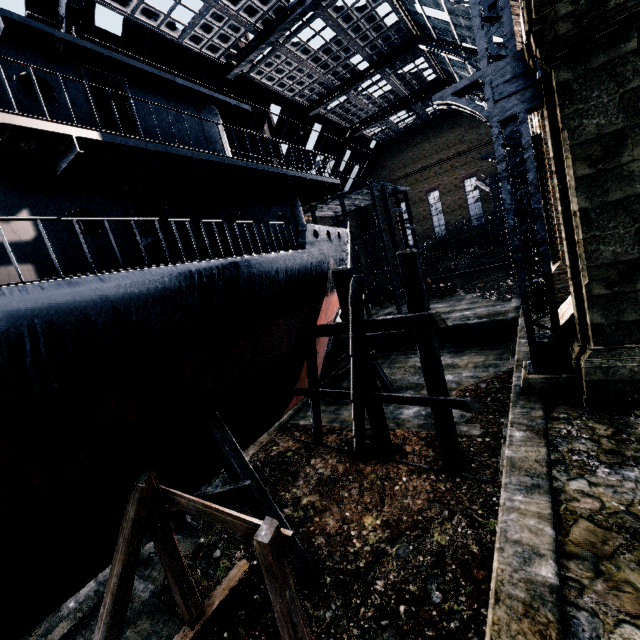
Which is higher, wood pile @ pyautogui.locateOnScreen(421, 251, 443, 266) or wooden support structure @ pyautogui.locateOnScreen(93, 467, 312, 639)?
wood pile @ pyautogui.locateOnScreen(421, 251, 443, 266)

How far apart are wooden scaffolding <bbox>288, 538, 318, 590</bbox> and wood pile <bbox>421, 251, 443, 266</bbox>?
46.4m

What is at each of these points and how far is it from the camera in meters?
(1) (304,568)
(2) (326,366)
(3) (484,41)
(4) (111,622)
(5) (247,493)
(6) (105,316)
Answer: (1) wooden scaffolding, 8.5
(2) ship, 18.9
(3) building, 8.9
(4) wooden support structure, 6.3
(5) wooden scaffolding, 8.5
(6) ship, 5.6

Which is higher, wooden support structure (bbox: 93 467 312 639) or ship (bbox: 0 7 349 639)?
ship (bbox: 0 7 349 639)

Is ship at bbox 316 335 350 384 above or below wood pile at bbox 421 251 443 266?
below

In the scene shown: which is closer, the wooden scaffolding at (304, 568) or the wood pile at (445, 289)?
the wooden scaffolding at (304, 568)

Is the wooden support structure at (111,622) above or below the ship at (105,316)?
below

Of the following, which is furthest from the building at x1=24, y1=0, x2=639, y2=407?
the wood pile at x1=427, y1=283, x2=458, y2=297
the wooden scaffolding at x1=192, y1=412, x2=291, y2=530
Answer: the wooden scaffolding at x1=192, y1=412, x2=291, y2=530
